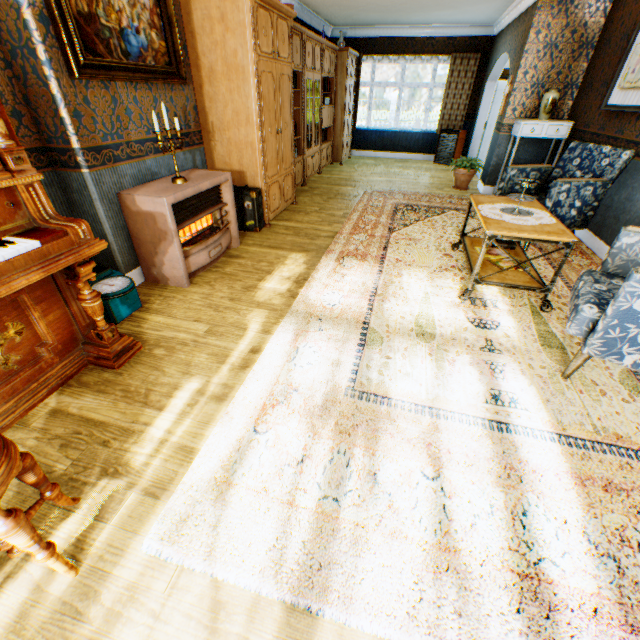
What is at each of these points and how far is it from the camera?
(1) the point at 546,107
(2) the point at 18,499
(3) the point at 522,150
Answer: (1) vase, 5.5 meters
(2) building, 1.6 meters
(3) building, 6.2 meters

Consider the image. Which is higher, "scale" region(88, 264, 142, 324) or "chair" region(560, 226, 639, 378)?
"chair" region(560, 226, 639, 378)

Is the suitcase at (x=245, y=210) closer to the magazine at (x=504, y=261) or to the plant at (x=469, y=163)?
the magazine at (x=504, y=261)

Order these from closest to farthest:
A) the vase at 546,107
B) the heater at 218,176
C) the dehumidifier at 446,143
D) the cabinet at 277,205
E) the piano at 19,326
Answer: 1. the piano at 19,326
2. the heater at 218,176
3. the cabinet at 277,205
4. the vase at 546,107
5. the dehumidifier at 446,143

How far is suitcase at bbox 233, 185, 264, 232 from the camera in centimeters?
435cm

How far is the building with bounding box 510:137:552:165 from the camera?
6.09m

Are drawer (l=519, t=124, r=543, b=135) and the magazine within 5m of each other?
yes

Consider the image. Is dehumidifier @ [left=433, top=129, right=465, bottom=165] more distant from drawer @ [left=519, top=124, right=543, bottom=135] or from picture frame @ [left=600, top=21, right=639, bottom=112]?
picture frame @ [left=600, top=21, right=639, bottom=112]
